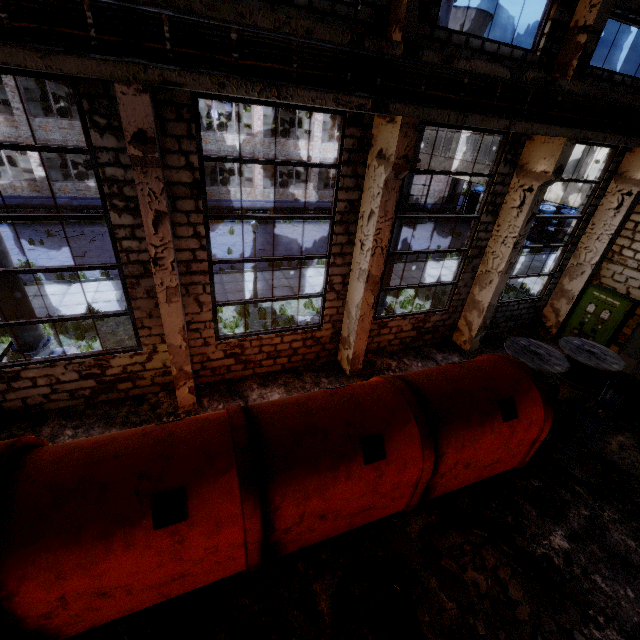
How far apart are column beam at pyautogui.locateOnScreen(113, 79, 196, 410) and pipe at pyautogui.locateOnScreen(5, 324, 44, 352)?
2.95m

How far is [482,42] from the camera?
6.6 meters

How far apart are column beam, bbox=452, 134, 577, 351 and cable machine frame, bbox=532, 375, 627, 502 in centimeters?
307cm

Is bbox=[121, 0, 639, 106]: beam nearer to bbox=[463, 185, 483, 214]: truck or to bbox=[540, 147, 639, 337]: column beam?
bbox=[540, 147, 639, 337]: column beam

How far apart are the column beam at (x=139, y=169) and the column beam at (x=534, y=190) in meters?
8.5

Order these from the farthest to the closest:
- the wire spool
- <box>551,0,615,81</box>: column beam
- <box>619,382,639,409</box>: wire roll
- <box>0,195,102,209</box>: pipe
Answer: <box>0,195,102,209</box>: pipe → <box>619,382,639,409</box>: wire roll → the wire spool → <box>551,0,615,81</box>: column beam

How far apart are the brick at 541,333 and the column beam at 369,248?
7.08m

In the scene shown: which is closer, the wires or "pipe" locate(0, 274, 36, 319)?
the wires
